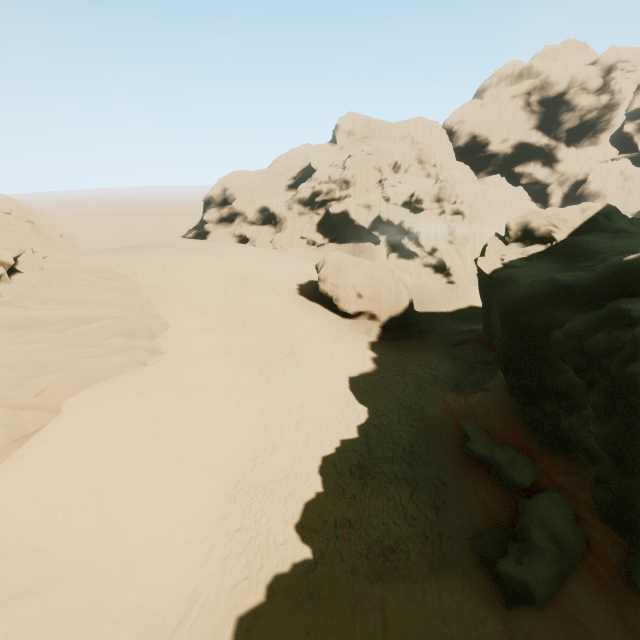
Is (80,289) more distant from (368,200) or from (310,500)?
(368,200)

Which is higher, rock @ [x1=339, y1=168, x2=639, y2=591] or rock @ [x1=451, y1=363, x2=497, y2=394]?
rock @ [x1=339, y1=168, x2=639, y2=591]

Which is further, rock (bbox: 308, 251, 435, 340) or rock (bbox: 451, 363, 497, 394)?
rock (bbox: 308, 251, 435, 340)

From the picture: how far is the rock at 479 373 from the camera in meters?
18.3

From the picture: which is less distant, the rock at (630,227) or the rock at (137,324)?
the rock at (630,227)

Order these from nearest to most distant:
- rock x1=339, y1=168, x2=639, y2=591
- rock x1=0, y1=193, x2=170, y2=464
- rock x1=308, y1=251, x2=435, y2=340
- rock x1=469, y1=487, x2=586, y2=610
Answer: rock x1=339, y1=168, x2=639, y2=591, rock x1=469, y1=487, x2=586, y2=610, rock x1=0, y1=193, x2=170, y2=464, rock x1=308, y1=251, x2=435, y2=340

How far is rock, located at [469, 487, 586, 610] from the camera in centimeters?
891cm
